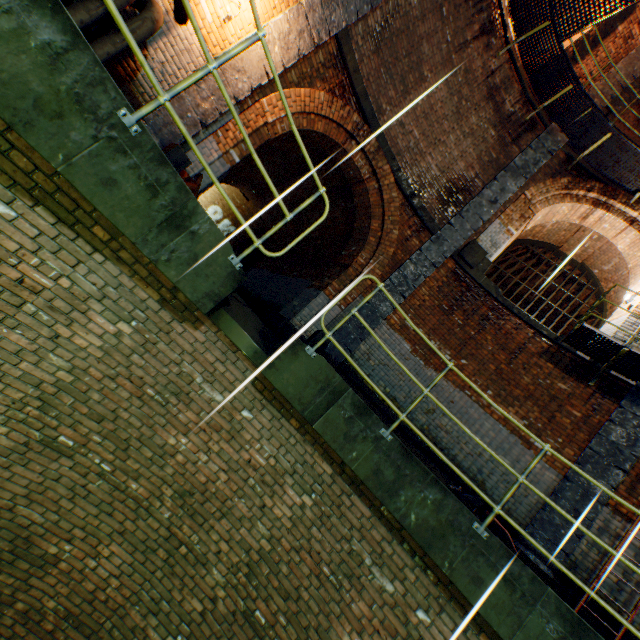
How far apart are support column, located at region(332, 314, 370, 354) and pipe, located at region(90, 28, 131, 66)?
5.71m

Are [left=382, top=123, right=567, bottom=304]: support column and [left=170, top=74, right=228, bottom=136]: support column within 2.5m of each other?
no

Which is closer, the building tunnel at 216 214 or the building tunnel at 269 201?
the building tunnel at 269 201

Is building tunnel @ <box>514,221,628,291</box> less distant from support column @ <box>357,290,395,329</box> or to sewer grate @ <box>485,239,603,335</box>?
sewer grate @ <box>485,239,603,335</box>

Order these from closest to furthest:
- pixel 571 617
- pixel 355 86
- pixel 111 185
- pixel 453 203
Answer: pixel 111 185
pixel 571 617
pixel 355 86
pixel 453 203

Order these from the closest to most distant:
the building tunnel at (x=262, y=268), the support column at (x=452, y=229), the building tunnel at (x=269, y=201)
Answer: the support column at (x=452, y=229), the building tunnel at (x=262, y=268), the building tunnel at (x=269, y=201)

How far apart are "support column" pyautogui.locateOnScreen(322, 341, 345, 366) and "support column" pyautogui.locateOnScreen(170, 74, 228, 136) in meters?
4.7
